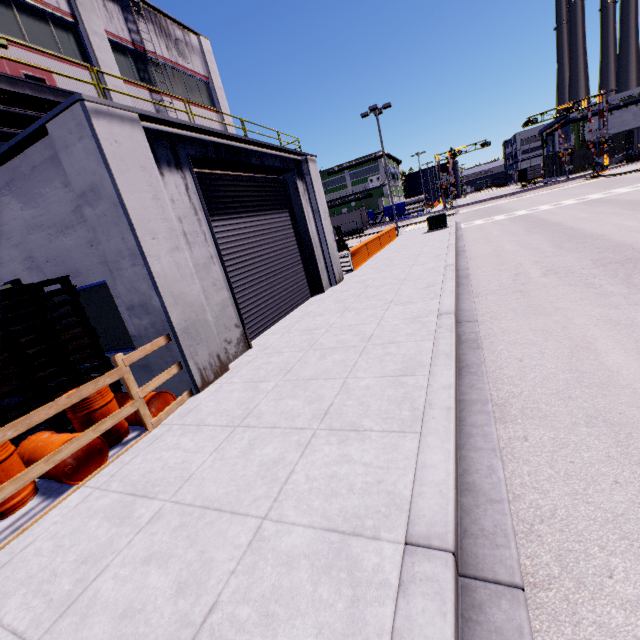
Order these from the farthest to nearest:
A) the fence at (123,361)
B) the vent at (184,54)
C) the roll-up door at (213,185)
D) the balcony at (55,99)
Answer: the vent at (184,54) < the balcony at (55,99) < the roll-up door at (213,185) < the fence at (123,361)

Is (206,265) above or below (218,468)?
above

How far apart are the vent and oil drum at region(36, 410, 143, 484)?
20.34m

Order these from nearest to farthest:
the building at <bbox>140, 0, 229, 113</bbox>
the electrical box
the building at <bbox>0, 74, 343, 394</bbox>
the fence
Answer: the fence
the building at <bbox>0, 74, 343, 394</bbox>
the building at <bbox>140, 0, 229, 113</bbox>
the electrical box

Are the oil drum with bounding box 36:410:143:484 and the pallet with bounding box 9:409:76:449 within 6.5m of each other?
yes

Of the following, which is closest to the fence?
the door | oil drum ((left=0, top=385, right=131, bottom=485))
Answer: oil drum ((left=0, top=385, right=131, bottom=485))

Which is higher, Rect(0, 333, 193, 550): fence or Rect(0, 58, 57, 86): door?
Rect(0, 58, 57, 86): door

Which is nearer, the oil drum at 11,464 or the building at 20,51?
the oil drum at 11,464
